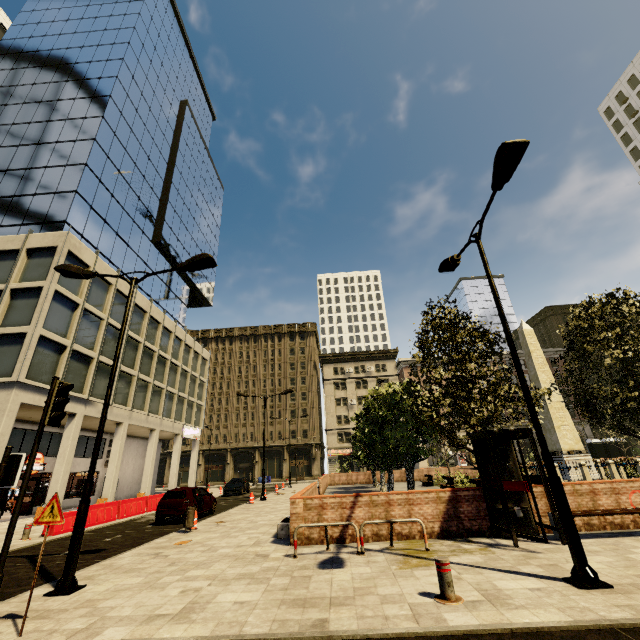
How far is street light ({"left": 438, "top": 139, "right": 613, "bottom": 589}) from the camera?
5.5m

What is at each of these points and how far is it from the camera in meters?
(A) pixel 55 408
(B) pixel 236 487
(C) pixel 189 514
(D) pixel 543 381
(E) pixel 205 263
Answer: (A) traffic light, 6.2 m
(B) car, 30.0 m
(C) trash bin, 12.4 m
(D) obelisk, 24.2 m
(E) street light, 9.7 m

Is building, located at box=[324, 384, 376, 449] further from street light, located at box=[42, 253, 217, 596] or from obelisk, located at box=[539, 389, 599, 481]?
obelisk, located at box=[539, 389, 599, 481]

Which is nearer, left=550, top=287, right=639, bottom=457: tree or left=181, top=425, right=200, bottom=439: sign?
left=550, top=287, right=639, bottom=457: tree

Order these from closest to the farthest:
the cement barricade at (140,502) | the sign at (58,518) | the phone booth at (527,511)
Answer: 1. the sign at (58,518)
2. the phone booth at (527,511)
3. the cement barricade at (140,502)

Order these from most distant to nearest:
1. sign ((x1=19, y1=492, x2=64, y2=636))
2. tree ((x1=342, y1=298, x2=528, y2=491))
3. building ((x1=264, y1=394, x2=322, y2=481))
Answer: building ((x1=264, y1=394, x2=322, y2=481)), tree ((x1=342, y1=298, x2=528, y2=491)), sign ((x1=19, y1=492, x2=64, y2=636))

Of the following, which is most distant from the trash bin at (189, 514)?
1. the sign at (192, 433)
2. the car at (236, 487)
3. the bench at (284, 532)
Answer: the sign at (192, 433)

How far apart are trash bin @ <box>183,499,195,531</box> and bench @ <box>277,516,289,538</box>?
3.6m
